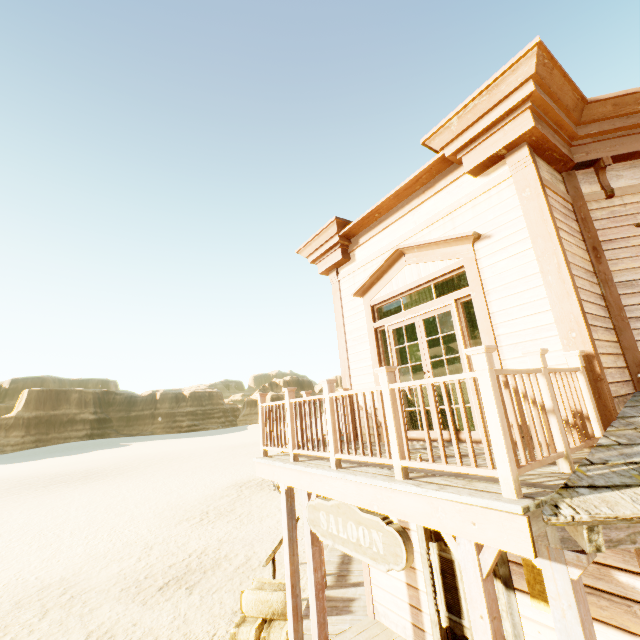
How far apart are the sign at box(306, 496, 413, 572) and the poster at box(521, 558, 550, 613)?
1.8m

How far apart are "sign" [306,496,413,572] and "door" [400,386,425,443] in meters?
1.8 m

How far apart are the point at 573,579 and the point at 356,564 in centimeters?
697cm

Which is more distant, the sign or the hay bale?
the hay bale

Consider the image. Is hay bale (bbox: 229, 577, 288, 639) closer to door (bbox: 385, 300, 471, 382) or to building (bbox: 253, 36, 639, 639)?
building (bbox: 253, 36, 639, 639)

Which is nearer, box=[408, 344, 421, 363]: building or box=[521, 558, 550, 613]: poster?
box=[521, 558, 550, 613]: poster

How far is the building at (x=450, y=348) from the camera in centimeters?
1464cm

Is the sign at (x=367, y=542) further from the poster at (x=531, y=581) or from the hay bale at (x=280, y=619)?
the hay bale at (x=280, y=619)
